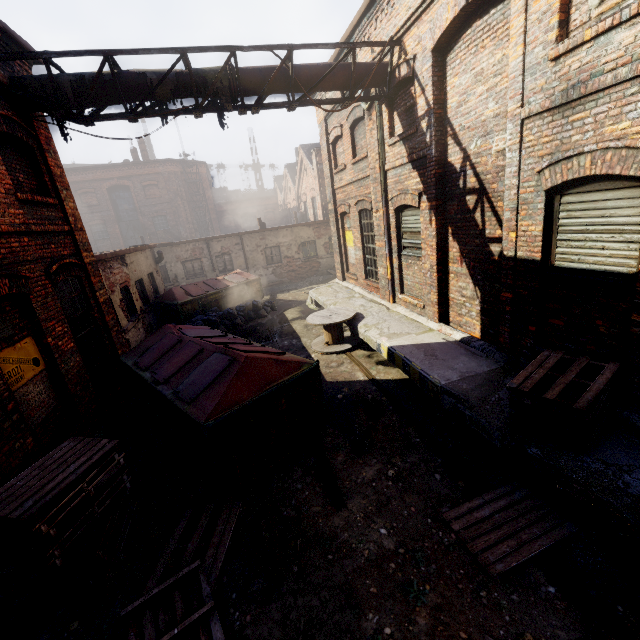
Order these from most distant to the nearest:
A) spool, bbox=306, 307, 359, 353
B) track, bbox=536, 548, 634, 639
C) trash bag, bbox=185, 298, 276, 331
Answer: trash bag, bbox=185, 298, 276, 331 → spool, bbox=306, 307, 359, 353 → track, bbox=536, 548, 634, 639

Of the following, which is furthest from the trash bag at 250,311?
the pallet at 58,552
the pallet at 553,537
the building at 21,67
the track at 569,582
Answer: the track at 569,582

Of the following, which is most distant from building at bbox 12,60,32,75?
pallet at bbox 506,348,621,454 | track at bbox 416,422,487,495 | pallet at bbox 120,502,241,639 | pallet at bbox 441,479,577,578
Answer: pallet at bbox 506,348,621,454

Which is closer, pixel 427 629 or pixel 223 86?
pixel 427 629

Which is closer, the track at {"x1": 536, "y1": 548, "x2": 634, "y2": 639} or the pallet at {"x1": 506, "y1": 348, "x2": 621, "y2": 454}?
the track at {"x1": 536, "y1": 548, "x2": 634, "y2": 639}

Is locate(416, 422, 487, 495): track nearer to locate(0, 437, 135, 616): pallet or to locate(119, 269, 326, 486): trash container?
locate(119, 269, 326, 486): trash container

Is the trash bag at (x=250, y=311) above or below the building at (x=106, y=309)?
below

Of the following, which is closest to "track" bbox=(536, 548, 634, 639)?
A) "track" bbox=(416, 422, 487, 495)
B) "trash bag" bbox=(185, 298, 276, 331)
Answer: "track" bbox=(416, 422, 487, 495)
